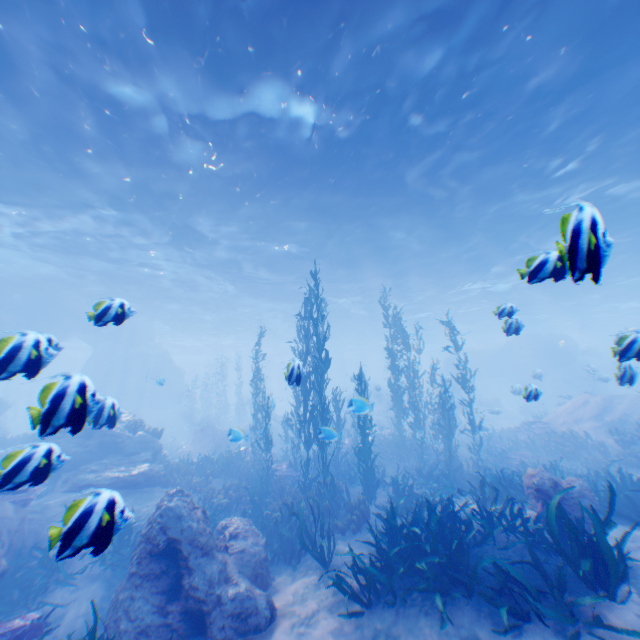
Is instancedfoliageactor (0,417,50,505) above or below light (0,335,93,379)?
below

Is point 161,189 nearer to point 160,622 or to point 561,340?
point 160,622

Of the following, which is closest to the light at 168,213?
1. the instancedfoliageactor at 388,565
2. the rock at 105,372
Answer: the rock at 105,372

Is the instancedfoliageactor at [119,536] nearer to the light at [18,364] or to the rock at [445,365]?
the rock at [445,365]

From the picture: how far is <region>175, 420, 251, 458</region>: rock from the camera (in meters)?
7.64

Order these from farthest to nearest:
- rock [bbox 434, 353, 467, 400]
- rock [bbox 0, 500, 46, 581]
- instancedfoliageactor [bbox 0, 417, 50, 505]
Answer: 1. rock [bbox 434, 353, 467, 400]
2. rock [bbox 0, 500, 46, 581]
3. instancedfoliageactor [bbox 0, 417, 50, 505]

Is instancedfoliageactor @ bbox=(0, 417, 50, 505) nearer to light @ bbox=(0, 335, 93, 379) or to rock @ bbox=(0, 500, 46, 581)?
rock @ bbox=(0, 500, 46, 581)
